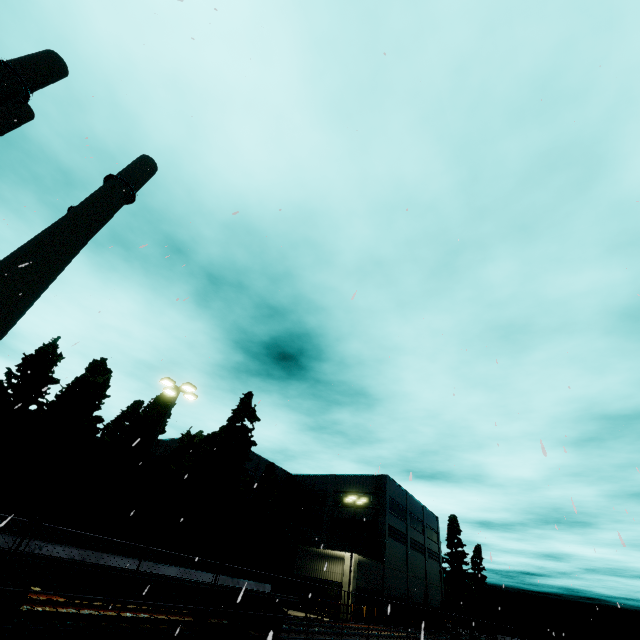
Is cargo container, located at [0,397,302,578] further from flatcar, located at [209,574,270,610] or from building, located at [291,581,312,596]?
building, located at [291,581,312,596]

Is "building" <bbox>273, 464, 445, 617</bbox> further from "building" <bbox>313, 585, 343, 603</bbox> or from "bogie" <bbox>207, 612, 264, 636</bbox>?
"building" <bbox>313, 585, 343, 603</bbox>

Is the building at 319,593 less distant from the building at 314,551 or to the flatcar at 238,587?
the flatcar at 238,587

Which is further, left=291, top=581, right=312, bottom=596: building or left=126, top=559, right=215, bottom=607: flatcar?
left=291, top=581, right=312, bottom=596: building

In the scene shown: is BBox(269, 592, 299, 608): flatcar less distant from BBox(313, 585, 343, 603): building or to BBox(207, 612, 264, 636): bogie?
BBox(207, 612, 264, 636): bogie

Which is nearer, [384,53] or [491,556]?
[384,53]

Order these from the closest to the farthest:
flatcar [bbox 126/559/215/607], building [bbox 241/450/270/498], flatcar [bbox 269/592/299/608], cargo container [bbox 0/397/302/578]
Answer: cargo container [bbox 0/397/302/578] → flatcar [bbox 126/559/215/607] → flatcar [bbox 269/592/299/608] → building [bbox 241/450/270/498]

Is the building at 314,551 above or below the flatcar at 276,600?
above
